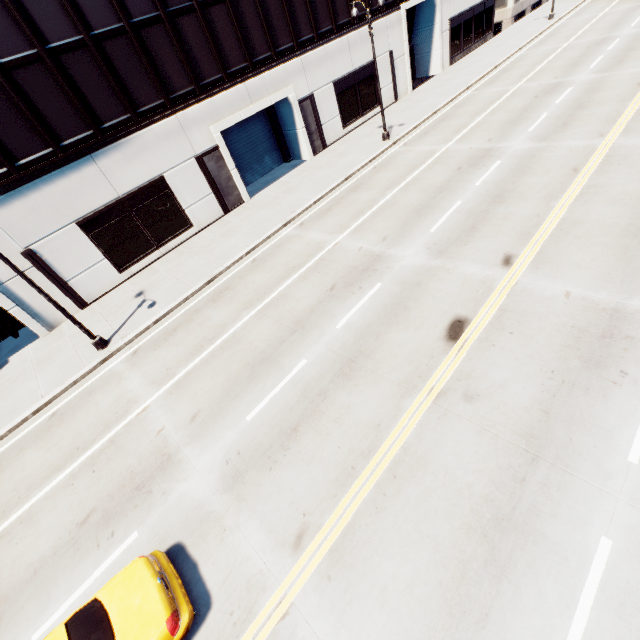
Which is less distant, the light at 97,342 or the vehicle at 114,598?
the vehicle at 114,598

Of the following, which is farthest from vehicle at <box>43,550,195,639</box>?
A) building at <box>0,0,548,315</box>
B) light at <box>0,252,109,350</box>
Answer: building at <box>0,0,548,315</box>

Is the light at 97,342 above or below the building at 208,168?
below

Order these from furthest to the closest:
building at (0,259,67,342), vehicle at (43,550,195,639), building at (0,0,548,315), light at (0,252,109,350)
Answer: building at (0,259,67,342), building at (0,0,548,315), light at (0,252,109,350), vehicle at (43,550,195,639)

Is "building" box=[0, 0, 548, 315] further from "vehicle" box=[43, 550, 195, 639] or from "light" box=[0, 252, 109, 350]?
"vehicle" box=[43, 550, 195, 639]

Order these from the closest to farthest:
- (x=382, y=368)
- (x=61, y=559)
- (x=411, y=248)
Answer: (x=61, y=559) < (x=382, y=368) < (x=411, y=248)
